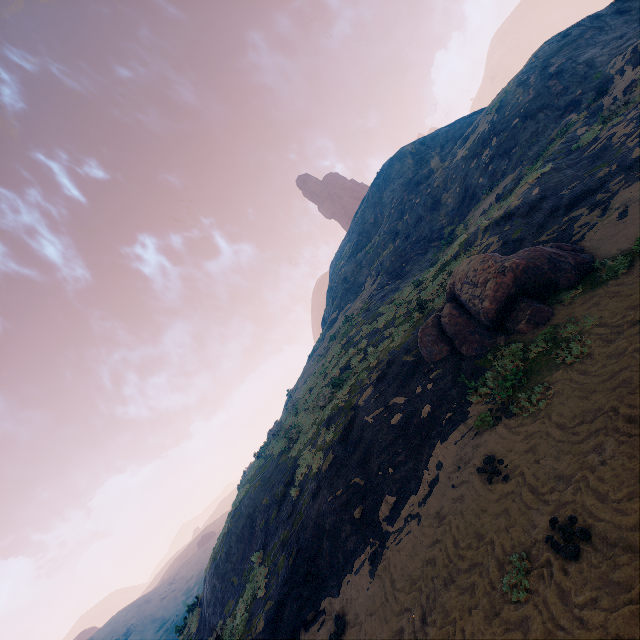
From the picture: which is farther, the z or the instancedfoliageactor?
the instancedfoliageactor

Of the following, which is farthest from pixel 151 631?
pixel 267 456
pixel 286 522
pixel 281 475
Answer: pixel 286 522

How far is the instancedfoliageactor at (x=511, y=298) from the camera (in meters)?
9.40

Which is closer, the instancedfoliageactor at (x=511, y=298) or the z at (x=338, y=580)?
the z at (x=338, y=580)

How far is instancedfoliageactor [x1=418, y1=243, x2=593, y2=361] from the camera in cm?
940
